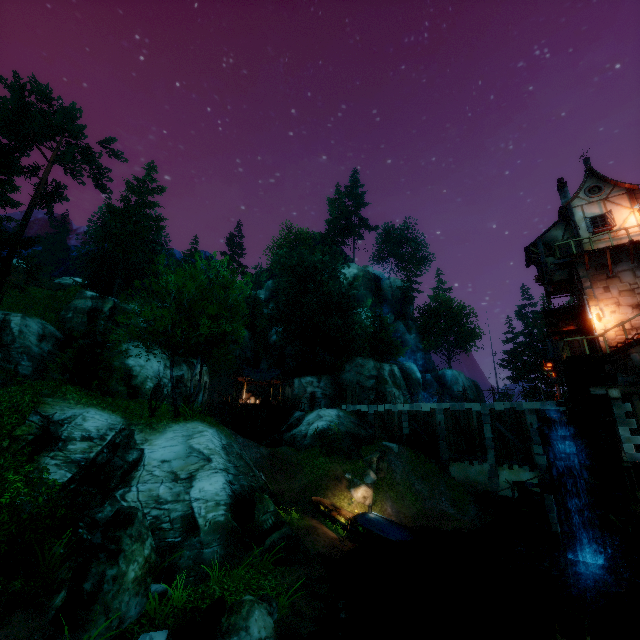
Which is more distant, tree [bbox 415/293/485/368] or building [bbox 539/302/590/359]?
tree [bbox 415/293/485/368]

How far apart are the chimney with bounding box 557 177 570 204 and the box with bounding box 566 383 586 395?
10.0 meters

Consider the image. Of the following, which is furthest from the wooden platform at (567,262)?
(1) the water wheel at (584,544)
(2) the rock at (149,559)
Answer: (2) the rock at (149,559)

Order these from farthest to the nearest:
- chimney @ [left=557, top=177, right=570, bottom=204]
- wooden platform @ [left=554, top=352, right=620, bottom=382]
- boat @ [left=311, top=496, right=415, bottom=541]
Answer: chimney @ [left=557, top=177, right=570, bottom=204] → boat @ [left=311, top=496, right=415, bottom=541] → wooden platform @ [left=554, top=352, right=620, bottom=382]

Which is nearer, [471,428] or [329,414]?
[471,428]

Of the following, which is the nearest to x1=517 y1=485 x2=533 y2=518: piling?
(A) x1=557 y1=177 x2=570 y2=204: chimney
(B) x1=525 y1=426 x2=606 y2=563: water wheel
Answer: (B) x1=525 y1=426 x2=606 y2=563: water wheel

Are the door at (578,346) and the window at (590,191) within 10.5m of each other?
yes

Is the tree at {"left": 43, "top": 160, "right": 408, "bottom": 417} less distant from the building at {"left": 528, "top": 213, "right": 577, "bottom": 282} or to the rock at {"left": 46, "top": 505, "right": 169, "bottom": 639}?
the rock at {"left": 46, "top": 505, "right": 169, "bottom": 639}
